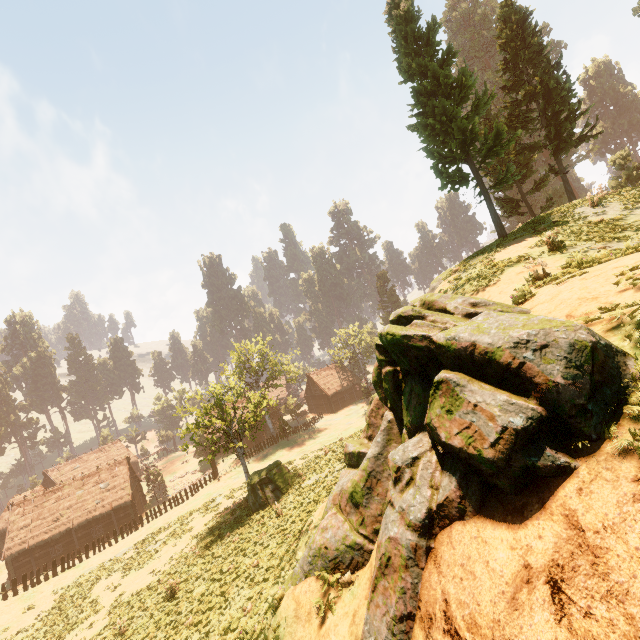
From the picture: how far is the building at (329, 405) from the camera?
58.19m

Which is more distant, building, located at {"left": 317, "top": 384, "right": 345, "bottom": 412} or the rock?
building, located at {"left": 317, "top": 384, "right": 345, "bottom": 412}

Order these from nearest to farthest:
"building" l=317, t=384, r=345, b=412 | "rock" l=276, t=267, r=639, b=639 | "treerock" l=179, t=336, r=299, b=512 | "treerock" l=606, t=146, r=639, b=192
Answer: "rock" l=276, t=267, r=639, b=639 < "treerock" l=179, t=336, r=299, b=512 < "treerock" l=606, t=146, r=639, b=192 < "building" l=317, t=384, r=345, b=412

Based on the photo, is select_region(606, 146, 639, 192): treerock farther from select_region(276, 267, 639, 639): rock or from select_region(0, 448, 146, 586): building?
select_region(276, 267, 639, 639): rock

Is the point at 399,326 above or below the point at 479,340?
above

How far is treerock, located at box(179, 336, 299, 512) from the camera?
23.2m

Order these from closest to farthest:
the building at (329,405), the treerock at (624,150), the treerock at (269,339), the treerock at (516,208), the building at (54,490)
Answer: the treerock at (516,208)
the treerock at (269,339)
the treerock at (624,150)
the building at (54,490)
the building at (329,405)

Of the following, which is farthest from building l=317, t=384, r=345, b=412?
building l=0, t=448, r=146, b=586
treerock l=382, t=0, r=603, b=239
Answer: building l=0, t=448, r=146, b=586
